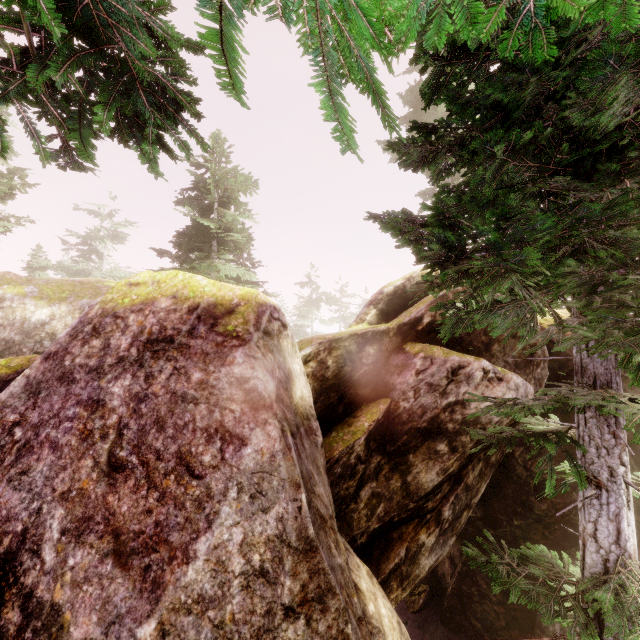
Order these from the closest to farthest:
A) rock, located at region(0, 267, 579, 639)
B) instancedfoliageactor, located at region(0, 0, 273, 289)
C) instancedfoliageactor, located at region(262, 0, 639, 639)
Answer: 1. instancedfoliageactor, located at region(262, 0, 639, 639)
2. instancedfoliageactor, located at region(0, 0, 273, 289)
3. rock, located at region(0, 267, 579, 639)

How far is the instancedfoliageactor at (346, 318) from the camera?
40.8m

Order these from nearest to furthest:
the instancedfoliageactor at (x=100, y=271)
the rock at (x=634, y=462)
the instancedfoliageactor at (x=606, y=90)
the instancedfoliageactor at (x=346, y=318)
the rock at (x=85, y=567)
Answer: the instancedfoliageactor at (x=606, y=90)
the rock at (x=85, y=567)
the rock at (x=634, y=462)
the instancedfoliageactor at (x=100, y=271)
the instancedfoliageactor at (x=346, y=318)

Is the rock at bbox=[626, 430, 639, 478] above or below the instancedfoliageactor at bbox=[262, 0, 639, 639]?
below

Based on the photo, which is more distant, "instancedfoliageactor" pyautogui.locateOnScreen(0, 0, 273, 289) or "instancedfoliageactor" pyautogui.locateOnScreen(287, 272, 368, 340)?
"instancedfoliageactor" pyautogui.locateOnScreen(287, 272, 368, 340)

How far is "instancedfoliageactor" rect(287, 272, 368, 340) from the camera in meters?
40.8

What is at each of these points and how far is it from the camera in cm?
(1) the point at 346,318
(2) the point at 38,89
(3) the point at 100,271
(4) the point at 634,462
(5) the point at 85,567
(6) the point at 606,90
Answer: (1) instancedfoliageactor, 5141
(2) instancedfoliageactor, 380
(3) instancedfoliageactor, 3569
(4) rock, 995
(5) rock, 344
(6) instancedfoliageactor, 236
